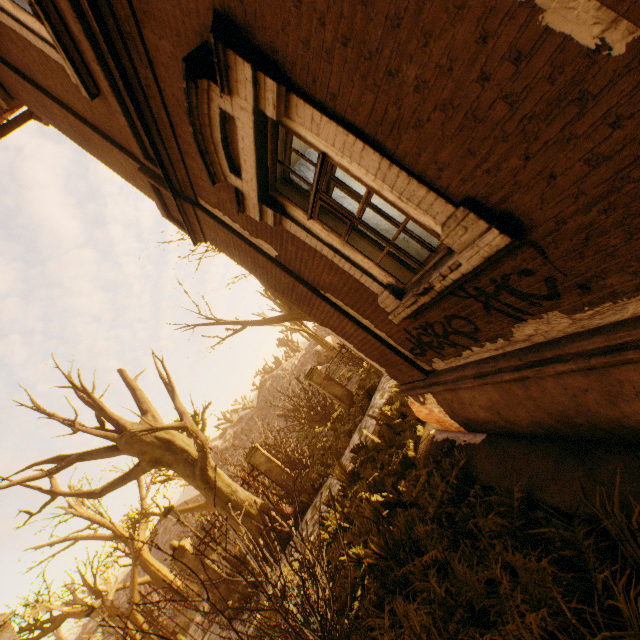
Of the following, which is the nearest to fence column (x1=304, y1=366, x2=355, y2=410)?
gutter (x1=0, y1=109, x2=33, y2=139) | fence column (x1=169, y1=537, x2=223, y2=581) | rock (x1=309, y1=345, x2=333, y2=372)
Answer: fence column (x1=169, y1=537, x2=223, y2=581)

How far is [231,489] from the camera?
10.3m

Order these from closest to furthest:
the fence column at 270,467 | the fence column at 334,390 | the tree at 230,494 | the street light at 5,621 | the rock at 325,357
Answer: the street light at 5,621
the tree at 230,494
the fence column at 270,467
the fence column at 334,390
the rock at 325,357

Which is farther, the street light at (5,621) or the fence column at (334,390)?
the fence column at (334,390)

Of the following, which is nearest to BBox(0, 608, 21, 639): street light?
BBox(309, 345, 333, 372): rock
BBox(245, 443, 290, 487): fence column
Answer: BBox(245, 443, 290, 487): fence column

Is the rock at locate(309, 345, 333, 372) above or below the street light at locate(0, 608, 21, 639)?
below

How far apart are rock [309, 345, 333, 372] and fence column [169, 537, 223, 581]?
27.4m

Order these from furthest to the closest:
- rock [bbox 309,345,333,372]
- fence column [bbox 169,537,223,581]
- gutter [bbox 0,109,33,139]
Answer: rock [bbox 309,345,333,372] → fence column [bbox 169,537,223,581] → gutter [bbox 0,109,33,139]
